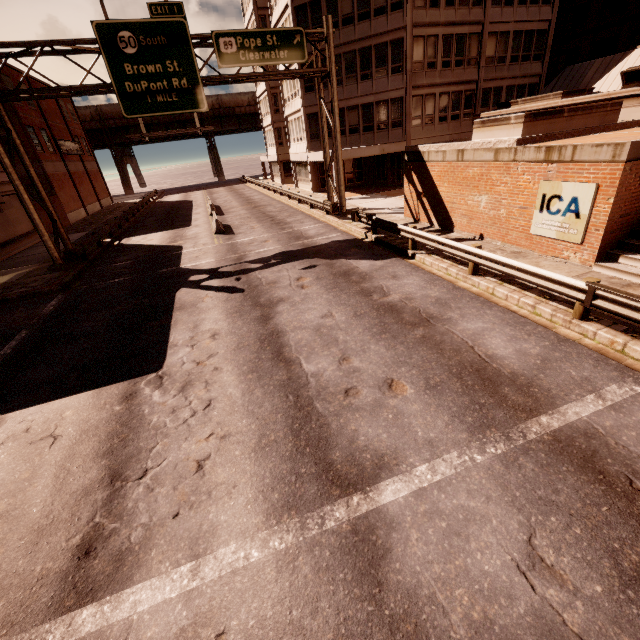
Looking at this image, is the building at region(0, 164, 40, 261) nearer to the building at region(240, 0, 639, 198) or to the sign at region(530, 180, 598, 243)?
the building at region(240, 0, 639, 198)

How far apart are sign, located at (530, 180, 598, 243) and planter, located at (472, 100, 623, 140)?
A: 2.55m

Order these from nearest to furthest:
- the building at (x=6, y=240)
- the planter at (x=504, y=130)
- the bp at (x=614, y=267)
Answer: the bp at (x=614, y=267)
the planter at (x=504, y=130)
the building at (x=6, y=240)

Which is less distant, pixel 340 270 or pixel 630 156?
pixel 630 156

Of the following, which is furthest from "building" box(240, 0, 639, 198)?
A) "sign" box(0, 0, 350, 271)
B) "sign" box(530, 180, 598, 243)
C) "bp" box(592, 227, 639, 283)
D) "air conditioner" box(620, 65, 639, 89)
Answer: "bp" box(592, 227, 639, 283)

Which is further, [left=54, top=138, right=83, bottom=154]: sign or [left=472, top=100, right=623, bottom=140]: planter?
[left=54, top=138, right=83, bottom=154]: sign

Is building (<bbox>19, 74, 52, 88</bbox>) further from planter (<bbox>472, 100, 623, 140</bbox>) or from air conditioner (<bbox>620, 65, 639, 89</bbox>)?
air conditioner (<bbox>620, 65, 639, 89</bbox>)

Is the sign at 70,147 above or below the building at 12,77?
below
